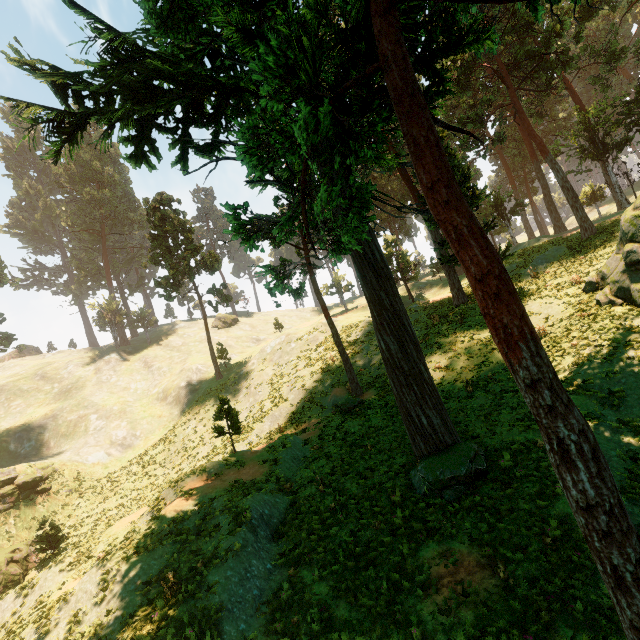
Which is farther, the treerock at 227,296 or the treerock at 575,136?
the treerock at 227,296

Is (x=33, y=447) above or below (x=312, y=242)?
below

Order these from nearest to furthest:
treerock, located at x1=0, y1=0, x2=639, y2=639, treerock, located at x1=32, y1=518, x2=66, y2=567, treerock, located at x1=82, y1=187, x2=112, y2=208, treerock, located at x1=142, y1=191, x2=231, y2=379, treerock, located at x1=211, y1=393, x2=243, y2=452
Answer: treerock, located at x1=0, y1=0, x2=639, y2=639 → treerock, located at x1=211, y1=393, x2=243, y2=452 → treerock, located at x1=32, y1=518, x2=66, y2=567 → treerock, located at x1=142, y1=191, x2=231, y2=379 → treerock, located at x1=82, y1=187, x2=112, y2=208

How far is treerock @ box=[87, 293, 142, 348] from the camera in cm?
5525

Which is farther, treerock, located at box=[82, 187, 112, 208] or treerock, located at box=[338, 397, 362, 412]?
treerock, located at box=[82, 187, 112, 208]

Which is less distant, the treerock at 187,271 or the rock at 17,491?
the rock at 17,491
